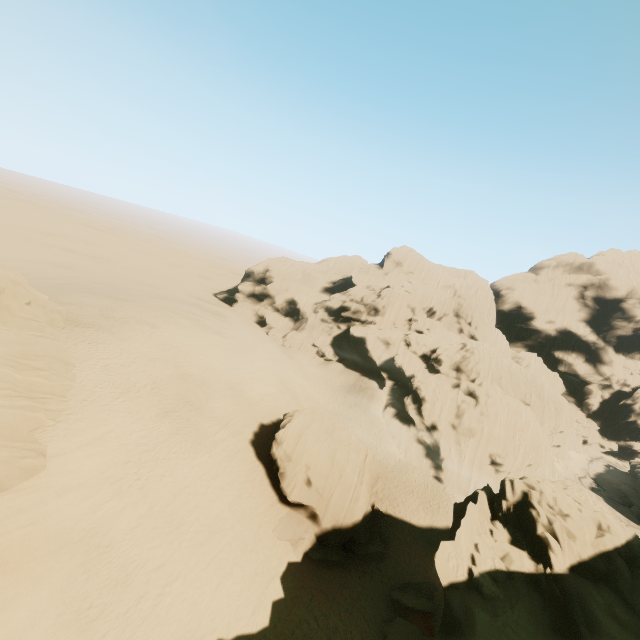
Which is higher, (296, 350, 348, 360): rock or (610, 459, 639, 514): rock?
(296, 350, 348, 360): rock

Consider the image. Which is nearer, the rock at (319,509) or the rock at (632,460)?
the rock at (319,509)

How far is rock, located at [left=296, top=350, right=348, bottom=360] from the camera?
58.9 meters

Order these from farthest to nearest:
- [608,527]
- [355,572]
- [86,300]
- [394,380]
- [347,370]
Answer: [347,370] → [394,380] → [86,300] → [355,572] → [608,527]

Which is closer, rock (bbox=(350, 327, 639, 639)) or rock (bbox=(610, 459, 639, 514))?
rock (bbox=(350, 327, 639, 639))

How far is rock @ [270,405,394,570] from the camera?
21.5 meters

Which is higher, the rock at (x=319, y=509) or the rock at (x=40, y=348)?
the rock at (x=40, y=348)

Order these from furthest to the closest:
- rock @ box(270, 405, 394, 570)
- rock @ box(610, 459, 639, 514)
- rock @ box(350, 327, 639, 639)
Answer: rock @ box(610, 459, 639, 514) → rock @ box(270, 405, 394, 570) → rock @ box(350, 327, 639, 639)
